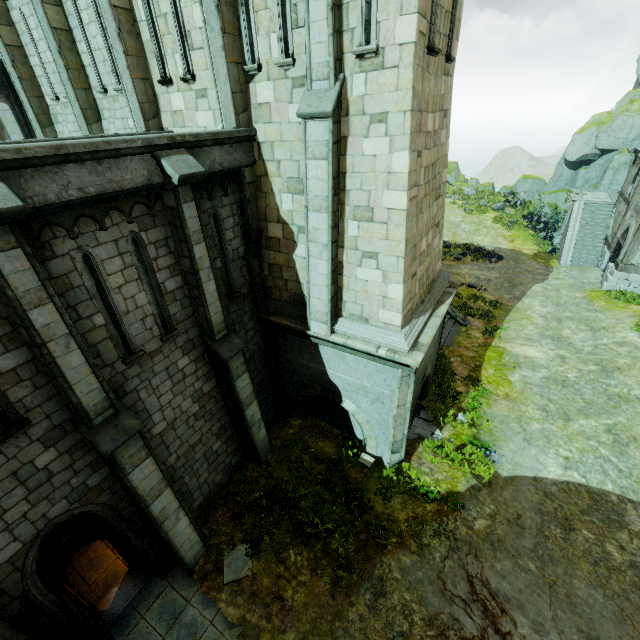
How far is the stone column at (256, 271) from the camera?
8.69m

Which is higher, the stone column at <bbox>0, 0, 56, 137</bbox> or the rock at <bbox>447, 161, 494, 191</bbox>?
the stone column at <bbox>0, 0, 56, 137</bbox>

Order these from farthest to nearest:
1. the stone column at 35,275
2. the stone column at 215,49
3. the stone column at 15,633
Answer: the stone column at 215,49 < the stone column at 15,633 < the stone column at 35,275

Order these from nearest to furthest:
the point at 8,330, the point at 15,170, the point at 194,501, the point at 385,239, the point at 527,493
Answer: the point at 15,170
the point at 8,330
the point at 385,239
the point at 194,501
the point at 527,493

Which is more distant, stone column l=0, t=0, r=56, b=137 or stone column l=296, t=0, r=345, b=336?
stone column l=0, t=0, r=56, b=137

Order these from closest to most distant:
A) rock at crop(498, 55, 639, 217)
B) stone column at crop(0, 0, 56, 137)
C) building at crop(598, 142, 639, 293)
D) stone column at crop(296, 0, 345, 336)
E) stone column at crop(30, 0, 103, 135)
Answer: stone column at crop(296, 0, 345, 336)
stone column at crop(30, 0, 103, 135)
stone column at crop(0, 0, 56, 137)
building at crop(598, 142, 639, 293)
rock at crop(498, 55, 639, 217)

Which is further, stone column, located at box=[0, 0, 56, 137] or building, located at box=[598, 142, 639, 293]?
building, located at box=[598, 142, 639, 293]

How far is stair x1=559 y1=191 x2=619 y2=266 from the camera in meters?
24.5 m
